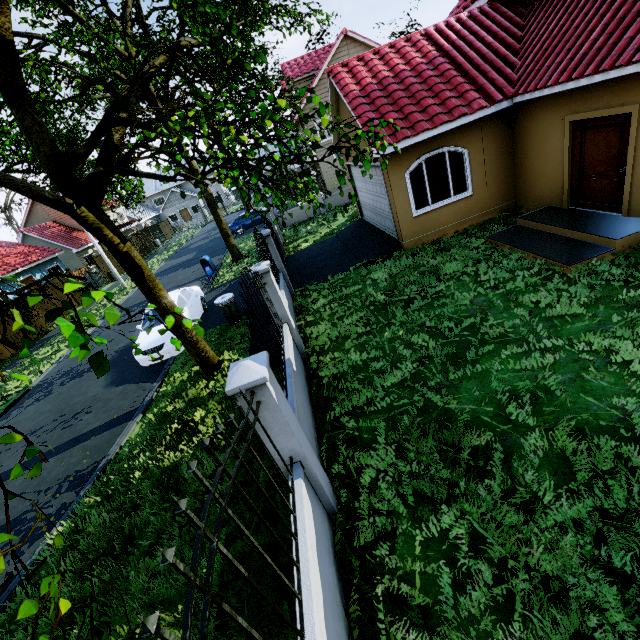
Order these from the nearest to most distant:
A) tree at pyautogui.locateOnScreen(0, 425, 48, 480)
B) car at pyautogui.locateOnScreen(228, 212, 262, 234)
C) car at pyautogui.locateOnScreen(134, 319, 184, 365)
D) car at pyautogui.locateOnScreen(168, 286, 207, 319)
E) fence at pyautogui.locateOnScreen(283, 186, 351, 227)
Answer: tree at pyautogui.locateOnScreen(0, 425, 48, 480)
car at pyautogui.locateOnScreen(134, 319, 184, 365)
car at pyautogui.locateOnScreen(168, 286, 207, 319)
fence at pyautogui.locateOnScreen(283, 186, 351, 227)
car at pyautogui.locateOnScreen(228, 212, 262, 234)

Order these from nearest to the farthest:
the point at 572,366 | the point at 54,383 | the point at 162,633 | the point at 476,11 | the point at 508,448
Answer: the point at 162,633 < the point at 508,448 < the point at 572,366 < the point at 476,11 < the point at 54,383

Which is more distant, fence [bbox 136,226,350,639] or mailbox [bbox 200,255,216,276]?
mailbox [bbox 200,255,216,276]

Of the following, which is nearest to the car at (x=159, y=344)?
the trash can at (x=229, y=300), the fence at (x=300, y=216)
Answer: the trash can at (x=229, y=300)

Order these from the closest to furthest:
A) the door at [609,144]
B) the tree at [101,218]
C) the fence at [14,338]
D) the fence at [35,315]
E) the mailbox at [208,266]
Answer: the tree at [101,218] → the door at [609,144] → the mailbox at [208,266] → the fence at [14,338] → the fence at [35,315]

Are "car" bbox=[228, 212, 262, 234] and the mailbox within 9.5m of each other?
no

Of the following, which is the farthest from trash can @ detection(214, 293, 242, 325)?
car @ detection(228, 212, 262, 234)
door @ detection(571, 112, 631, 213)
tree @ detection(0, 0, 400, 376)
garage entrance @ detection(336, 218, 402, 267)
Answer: car @ detection(228, 212, 262, 234)

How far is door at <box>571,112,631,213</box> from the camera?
6.84m
